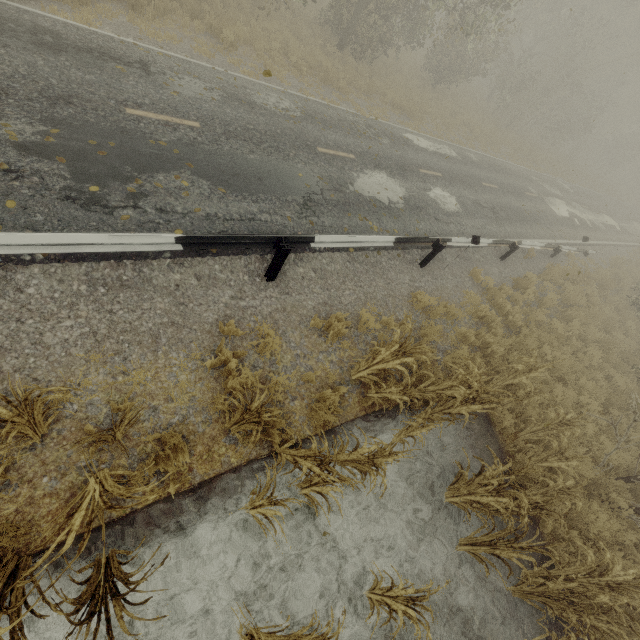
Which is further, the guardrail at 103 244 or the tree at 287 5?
the tree at 287 5

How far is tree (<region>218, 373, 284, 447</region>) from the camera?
3.5 meters

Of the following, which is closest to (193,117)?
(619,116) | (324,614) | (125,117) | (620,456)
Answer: (125,117)

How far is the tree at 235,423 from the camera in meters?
3.5

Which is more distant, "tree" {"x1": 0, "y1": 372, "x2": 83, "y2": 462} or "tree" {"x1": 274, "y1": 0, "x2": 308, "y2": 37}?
"tree" {"x1": 274, "y1": 0, "x2": 308, "y2": 37}

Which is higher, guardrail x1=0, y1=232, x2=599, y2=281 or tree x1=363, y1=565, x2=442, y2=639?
guardrail x1=0, y1=232, x2=599, y2=281

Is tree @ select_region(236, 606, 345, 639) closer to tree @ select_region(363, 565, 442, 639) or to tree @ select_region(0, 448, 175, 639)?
tree @ select_region(363, 565, 442, 639)

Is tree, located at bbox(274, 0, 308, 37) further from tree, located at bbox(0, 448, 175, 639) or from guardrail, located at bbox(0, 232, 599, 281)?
guardrail, located at bbox(0, 232, 599, 281)
